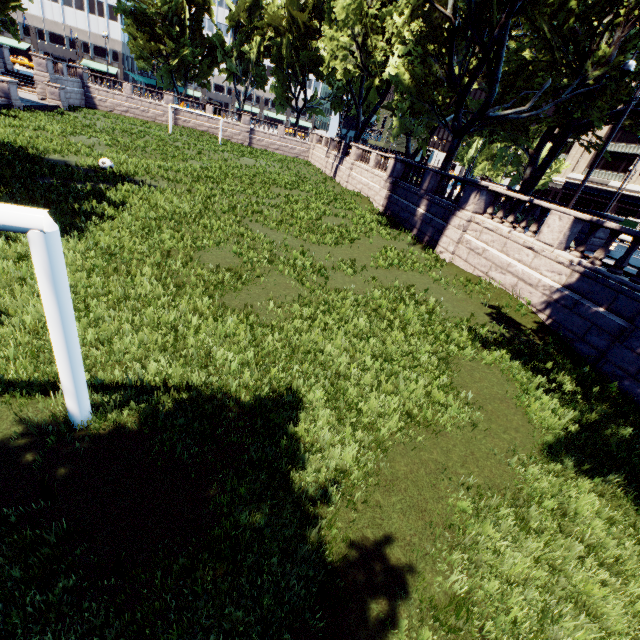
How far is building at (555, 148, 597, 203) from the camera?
52.4m

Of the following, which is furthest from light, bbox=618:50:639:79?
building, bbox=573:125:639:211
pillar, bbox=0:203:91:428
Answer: building, bbox=573:125:639:211

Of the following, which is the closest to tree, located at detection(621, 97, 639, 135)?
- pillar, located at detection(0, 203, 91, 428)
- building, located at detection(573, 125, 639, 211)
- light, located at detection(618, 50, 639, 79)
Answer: light, located at detection(618, 50, 639, 79)

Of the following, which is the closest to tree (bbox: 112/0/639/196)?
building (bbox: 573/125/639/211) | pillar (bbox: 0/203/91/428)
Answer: pillar (bbox: 0/203/91/428)

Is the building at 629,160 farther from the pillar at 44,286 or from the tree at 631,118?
the pillar at 44,286

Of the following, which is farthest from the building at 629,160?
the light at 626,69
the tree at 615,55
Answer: the light at 626,69

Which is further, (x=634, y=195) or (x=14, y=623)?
(x=634, y=195)

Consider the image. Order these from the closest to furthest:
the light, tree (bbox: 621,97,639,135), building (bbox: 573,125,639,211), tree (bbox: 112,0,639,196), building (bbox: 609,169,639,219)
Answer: the light, tree (bbox: 112,0,639,196), tree (bbox: 621,97,639,135), building (bbox: 609,169,639,219), building (bbox: 573,125,639,211)
